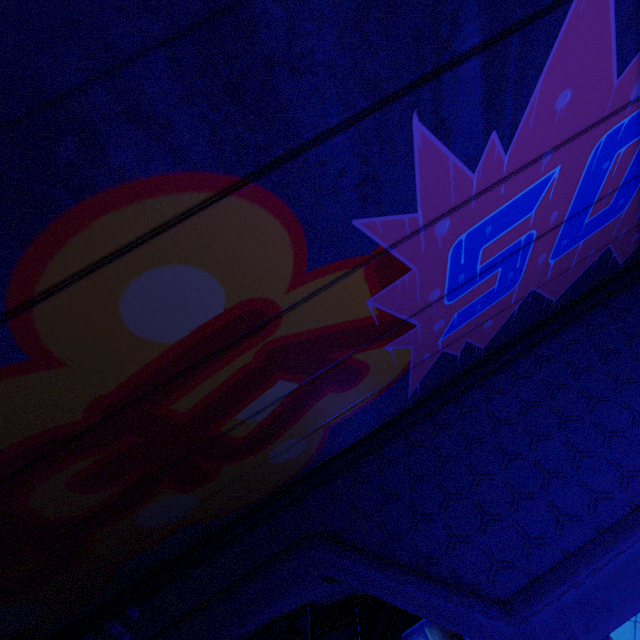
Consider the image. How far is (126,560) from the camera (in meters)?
3.46

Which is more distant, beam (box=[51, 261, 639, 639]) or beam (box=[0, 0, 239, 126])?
beam (box=[51, 261, 639, 639])

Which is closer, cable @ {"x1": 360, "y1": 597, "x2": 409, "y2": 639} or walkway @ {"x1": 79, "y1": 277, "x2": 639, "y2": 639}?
walkway @ {"x1": 79, "y1": 277, "x2": 639, "y2": 639}

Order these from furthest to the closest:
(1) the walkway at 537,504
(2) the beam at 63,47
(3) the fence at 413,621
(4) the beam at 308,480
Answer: (3) the fence at 413,621, (4) the beam at 308,480, (1) the walkway at 537,504, (2) the beam at 63,47

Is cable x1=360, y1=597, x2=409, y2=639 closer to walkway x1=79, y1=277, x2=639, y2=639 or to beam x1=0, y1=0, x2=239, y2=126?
walkway x1=79, y1=277, x2=639, y2=639

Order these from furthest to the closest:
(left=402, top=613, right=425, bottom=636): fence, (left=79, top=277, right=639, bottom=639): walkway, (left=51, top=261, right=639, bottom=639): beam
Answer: (left=402, top=613, right=425, bottom=636): fence
(left=51, top=261, right=639, bottom=639): beam
(left=79, top=277, right=639, bottom=639): walkway

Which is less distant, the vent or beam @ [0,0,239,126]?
beam @ [0,0,239,126]

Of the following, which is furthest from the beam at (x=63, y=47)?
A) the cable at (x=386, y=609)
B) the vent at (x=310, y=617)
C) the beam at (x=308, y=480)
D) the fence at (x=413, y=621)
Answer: the fence at (x=413, y=621)
